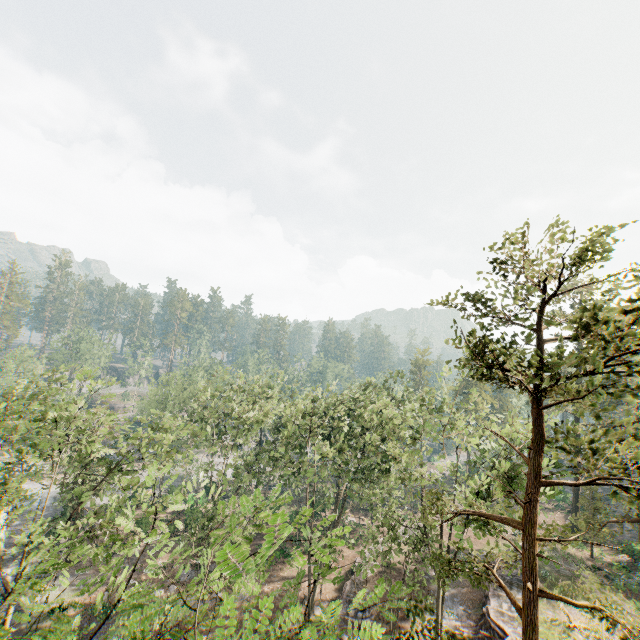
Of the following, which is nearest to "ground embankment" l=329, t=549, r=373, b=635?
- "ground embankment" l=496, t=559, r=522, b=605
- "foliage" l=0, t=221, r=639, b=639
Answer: A: "foliage" l=0, t=221, r=639, b=639

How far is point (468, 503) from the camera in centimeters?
1338cm

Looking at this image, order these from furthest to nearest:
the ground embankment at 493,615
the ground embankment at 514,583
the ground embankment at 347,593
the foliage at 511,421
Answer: the ground embankment at 514,583 < the ground embankment at 347,593 < the ground embankment at 493,615 < the foliage at 511,421

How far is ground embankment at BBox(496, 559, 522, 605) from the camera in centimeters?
2685cm

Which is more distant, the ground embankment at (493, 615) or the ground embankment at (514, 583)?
the ground embankment at (514, 583)

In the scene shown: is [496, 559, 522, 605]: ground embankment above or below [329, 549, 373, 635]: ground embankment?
above

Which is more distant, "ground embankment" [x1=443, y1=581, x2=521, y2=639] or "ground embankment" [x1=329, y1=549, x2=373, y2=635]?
"ground embankment" [x1=329, y1=549, x2=373, y2=635]
